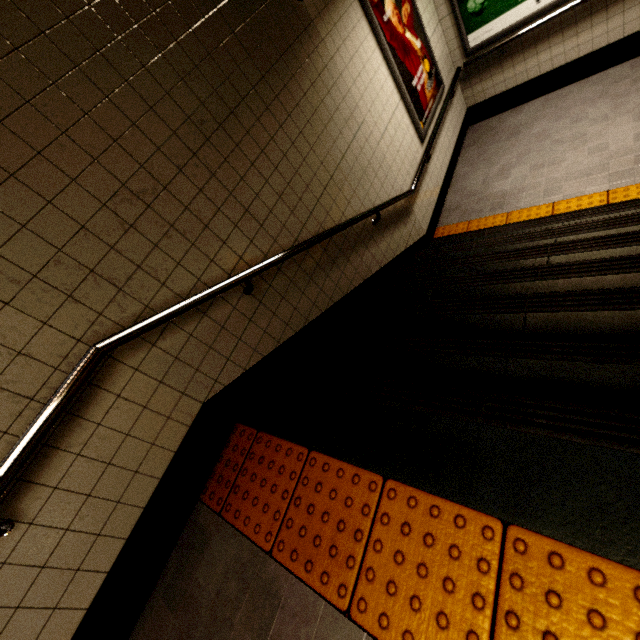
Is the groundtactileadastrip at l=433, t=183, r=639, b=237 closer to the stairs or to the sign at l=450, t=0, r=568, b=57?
the stairs

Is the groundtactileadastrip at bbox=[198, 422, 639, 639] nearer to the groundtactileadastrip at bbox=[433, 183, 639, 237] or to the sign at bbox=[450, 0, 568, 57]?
the groundtactileadastrip at bbox=[433, 183, 639, 237]

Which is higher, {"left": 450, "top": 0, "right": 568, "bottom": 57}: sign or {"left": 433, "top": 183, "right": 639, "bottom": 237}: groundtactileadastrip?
{"left": 450, "top": 0, "right": 568, "bottom": 57}: sign

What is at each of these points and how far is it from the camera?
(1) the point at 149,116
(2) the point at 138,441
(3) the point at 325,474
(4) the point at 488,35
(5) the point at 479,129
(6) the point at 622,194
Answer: (1) stairs, 1.71m
(2) building, 1.65m
(3) groundtactileadastrip, 1.56m
(4) sign, 4.45m
(5) building, 5.37m
(6) groundtactileadastrip, 3.21m

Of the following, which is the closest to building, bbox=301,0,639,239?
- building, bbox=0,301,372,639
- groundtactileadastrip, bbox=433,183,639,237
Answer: groundtactileadastrip, bbox=433,183,639,237

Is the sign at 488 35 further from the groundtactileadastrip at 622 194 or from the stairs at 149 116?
the stairs at 149 116

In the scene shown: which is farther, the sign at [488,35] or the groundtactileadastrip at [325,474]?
the sign at [488,35]

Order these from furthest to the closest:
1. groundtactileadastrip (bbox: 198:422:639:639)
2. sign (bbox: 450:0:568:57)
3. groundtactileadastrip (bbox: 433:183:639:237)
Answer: sign (bbox: 450:0:568:57), groundtactileadastrip (bbox: 433:183:639:237), groundtactileadastrip (bbox: 198:422:639:639)
